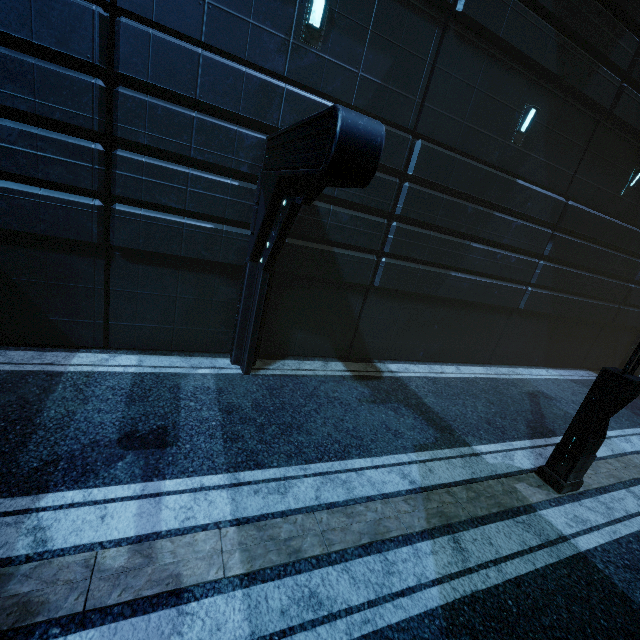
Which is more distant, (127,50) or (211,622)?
(127,50)
